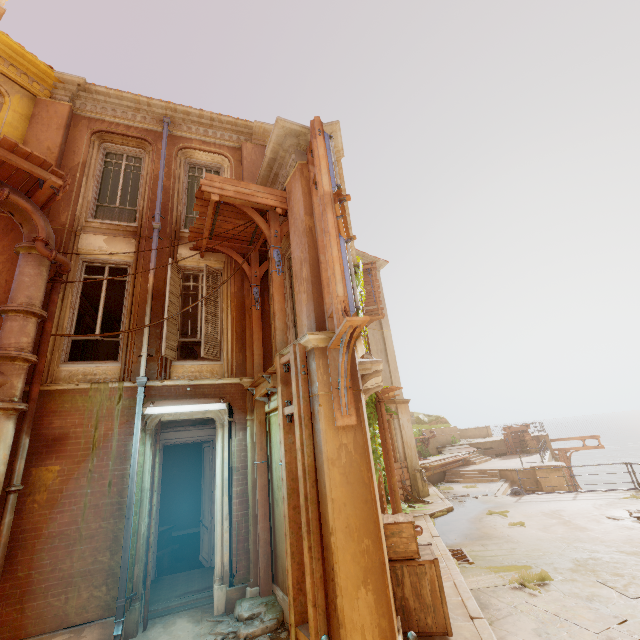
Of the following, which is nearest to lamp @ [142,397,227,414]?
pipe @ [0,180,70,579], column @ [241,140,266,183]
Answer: pipe @ [0,180,70,579]

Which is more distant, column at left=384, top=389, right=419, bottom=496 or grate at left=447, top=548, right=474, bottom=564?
column at left=384, top=389, right=419, bottom=496

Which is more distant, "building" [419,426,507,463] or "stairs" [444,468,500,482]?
"building" [419,426,507,463]

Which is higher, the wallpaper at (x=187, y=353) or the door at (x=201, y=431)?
the wallpaper at (x=187, y=353)

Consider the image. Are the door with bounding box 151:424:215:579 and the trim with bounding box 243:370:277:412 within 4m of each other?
yes

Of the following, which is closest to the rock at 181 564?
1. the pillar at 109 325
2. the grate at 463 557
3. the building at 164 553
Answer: the building at 164 553

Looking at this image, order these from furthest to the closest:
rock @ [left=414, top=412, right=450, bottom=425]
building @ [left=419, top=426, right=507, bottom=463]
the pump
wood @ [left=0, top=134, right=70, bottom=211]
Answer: rock @ [left=414, top=412, right=450, bottom=425], building @ [left=419, top=426, right=507, bottom=463], the pump, wood @ [left=0, top=134, right=70, bottom=211]

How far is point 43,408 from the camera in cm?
629
